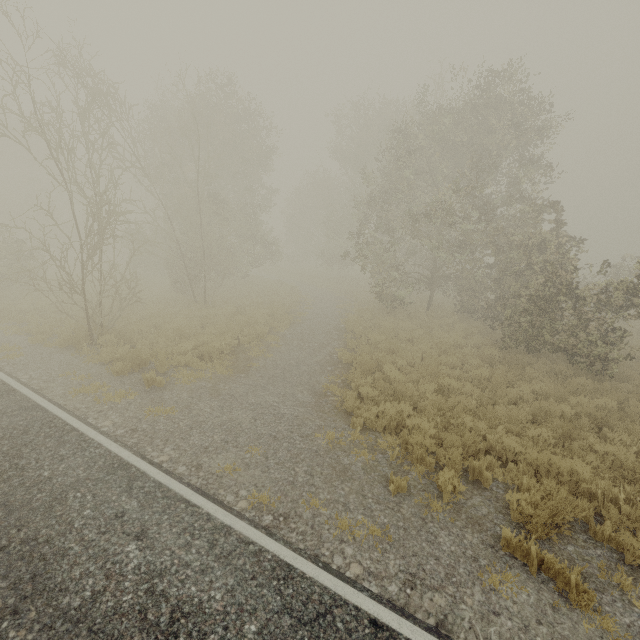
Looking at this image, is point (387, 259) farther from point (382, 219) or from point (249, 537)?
point (249, 537)
